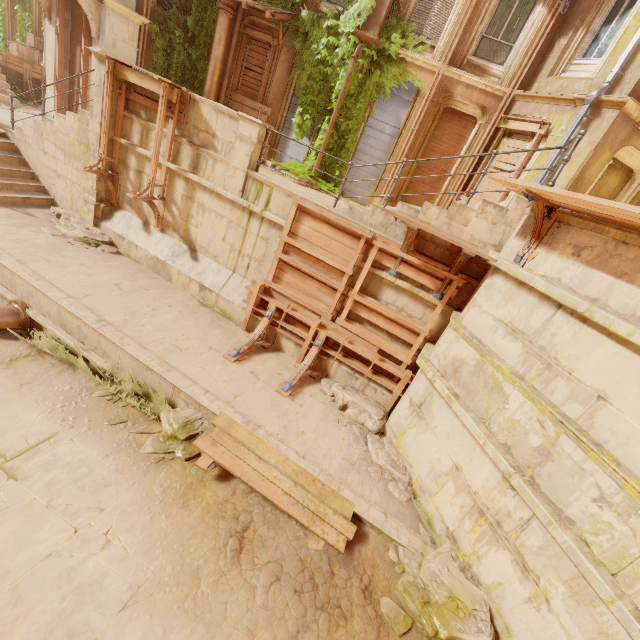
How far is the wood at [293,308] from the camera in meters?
6.5

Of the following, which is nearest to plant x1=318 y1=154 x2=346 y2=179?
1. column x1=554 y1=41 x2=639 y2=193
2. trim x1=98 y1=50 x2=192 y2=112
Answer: column x1=554 y1=41 x2=639 y2=193

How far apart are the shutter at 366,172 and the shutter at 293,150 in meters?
1.7 m

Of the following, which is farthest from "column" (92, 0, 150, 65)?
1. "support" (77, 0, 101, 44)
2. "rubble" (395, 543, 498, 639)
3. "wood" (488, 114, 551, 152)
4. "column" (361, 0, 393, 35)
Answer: "rubble" (395, 543, 498, 639)

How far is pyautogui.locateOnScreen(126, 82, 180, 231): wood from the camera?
7.4m

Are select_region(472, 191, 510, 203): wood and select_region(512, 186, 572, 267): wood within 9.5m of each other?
yes

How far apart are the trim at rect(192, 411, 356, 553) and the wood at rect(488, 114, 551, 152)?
9.4m

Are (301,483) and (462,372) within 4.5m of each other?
yes
